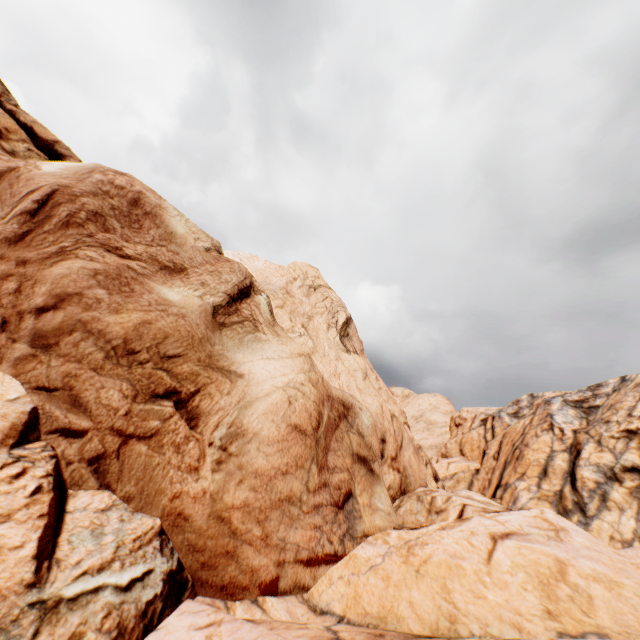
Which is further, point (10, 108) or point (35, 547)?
point (10, 108)
